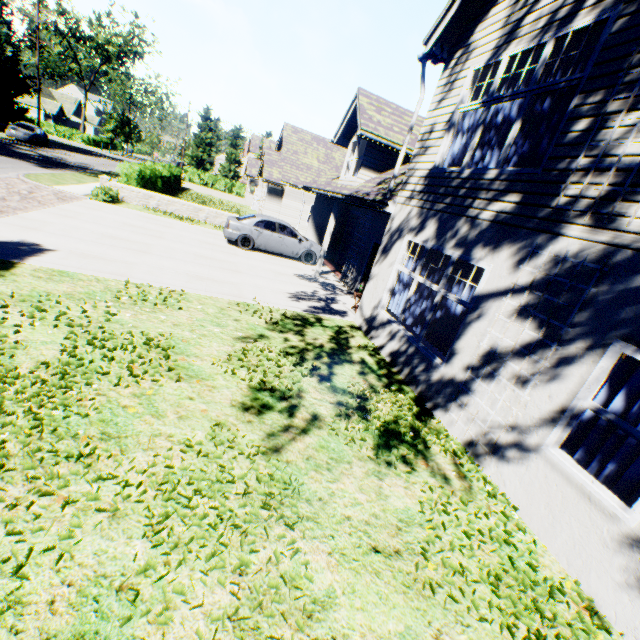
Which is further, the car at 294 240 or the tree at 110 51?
the tree at 110 51

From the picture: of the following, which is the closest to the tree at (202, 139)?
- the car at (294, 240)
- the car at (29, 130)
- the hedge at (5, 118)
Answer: the hedge at (5, 118)

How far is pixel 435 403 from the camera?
6.0m

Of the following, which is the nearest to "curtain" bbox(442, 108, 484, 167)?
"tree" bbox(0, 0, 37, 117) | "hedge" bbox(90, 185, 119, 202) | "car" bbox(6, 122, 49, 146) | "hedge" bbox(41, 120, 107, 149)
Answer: "tree" bbox(0, 0, 37, 117)

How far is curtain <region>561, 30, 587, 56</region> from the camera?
4.79m

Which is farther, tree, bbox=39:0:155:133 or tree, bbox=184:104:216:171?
tree, bbox=184:104:216:171

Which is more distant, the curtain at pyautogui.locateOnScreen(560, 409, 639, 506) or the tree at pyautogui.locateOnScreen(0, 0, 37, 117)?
the tree at pyautogui.locateOnScreen(0, 0, 37, 117)

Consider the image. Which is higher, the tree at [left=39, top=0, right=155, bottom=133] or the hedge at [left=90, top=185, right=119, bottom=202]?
the tree at [left=39, top=0, right=155, bottom=133]
